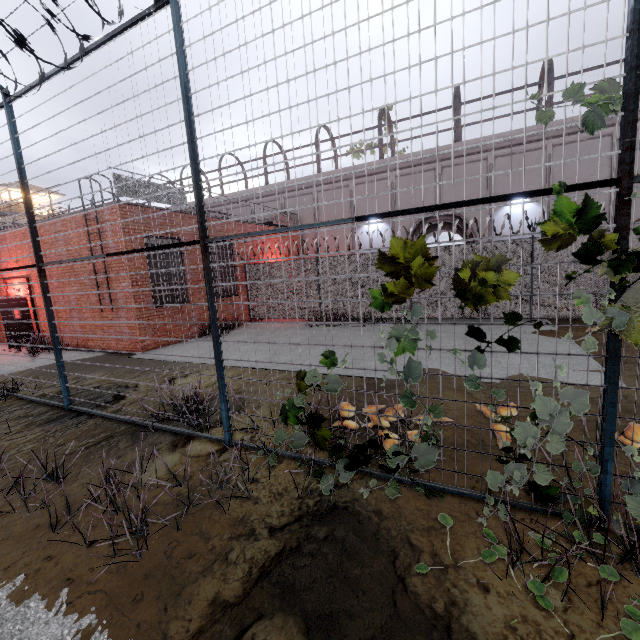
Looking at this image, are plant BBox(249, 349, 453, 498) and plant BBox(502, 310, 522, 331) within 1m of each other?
no

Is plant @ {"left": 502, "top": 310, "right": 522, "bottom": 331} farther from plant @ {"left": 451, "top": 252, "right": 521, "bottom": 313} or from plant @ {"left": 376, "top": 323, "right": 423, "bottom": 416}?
plant @ {"left": 376, "top": 323, "right": 423, "bottom": 416}

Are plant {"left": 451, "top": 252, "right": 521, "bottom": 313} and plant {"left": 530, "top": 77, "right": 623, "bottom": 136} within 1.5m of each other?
yes

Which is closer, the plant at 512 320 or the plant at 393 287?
the plant at 512 320

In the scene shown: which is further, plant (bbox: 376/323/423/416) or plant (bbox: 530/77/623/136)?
plant (bbox: 376/323/423/416)

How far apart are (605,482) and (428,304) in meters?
10.2 m

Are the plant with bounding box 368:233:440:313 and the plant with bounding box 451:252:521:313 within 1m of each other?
yes

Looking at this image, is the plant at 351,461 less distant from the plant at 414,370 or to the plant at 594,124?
the plant at 414,370
